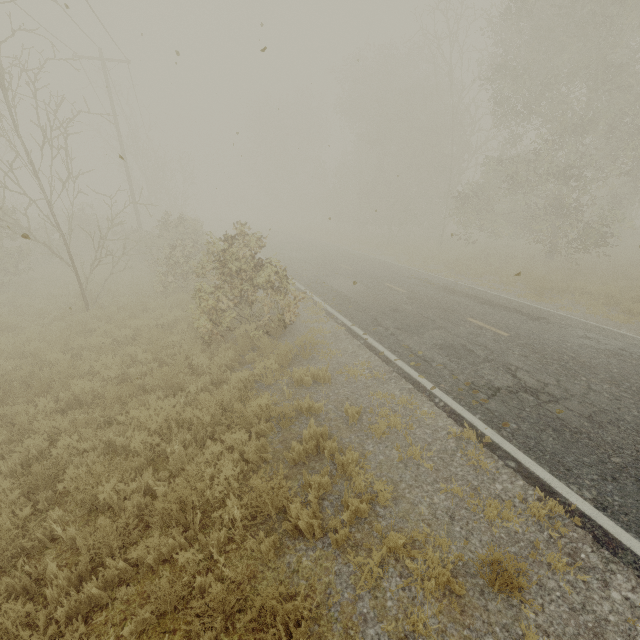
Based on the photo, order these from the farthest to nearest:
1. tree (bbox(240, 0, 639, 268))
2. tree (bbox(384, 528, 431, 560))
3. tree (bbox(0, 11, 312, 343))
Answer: tree (bbox(240, 0, 639, 268)) < tree (bbox(0, 11, 312, 343)) < tree (bbox(384, 528, 431, 560))

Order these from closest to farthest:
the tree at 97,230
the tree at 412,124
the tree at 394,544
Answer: the tree at 394,544 < the tree at 97,230 < the tree at 412,124

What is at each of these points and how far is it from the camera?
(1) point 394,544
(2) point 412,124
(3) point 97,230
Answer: (1) tree, 3.9 meters
(2) tree, 29.2 meters
(3) tree, 23.8 meters

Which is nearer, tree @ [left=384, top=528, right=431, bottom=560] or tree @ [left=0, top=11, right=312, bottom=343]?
tree @ [left=384, top=528, right=431, bottom=560]

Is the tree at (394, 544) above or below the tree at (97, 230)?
below

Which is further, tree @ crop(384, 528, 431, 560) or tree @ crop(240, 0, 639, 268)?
tree @ crop(240, 0, 639, 268)

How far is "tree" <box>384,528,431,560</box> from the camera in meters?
3.8 m
